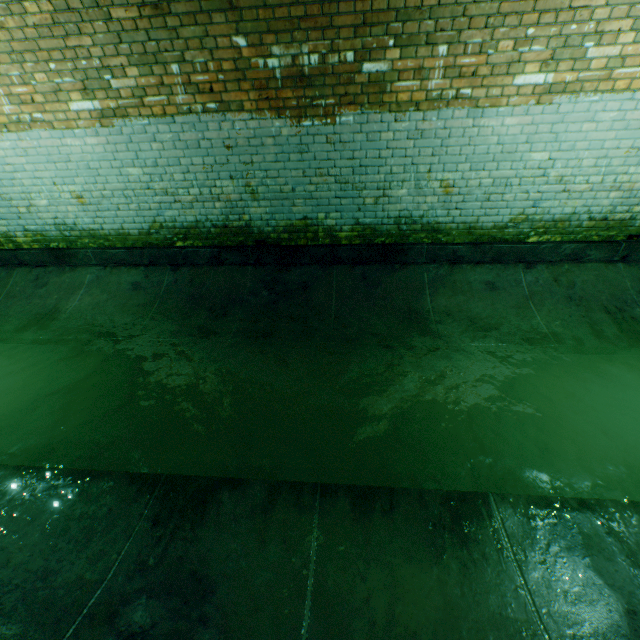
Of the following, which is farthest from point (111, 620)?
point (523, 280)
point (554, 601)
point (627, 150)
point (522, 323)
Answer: point (627, 150)
